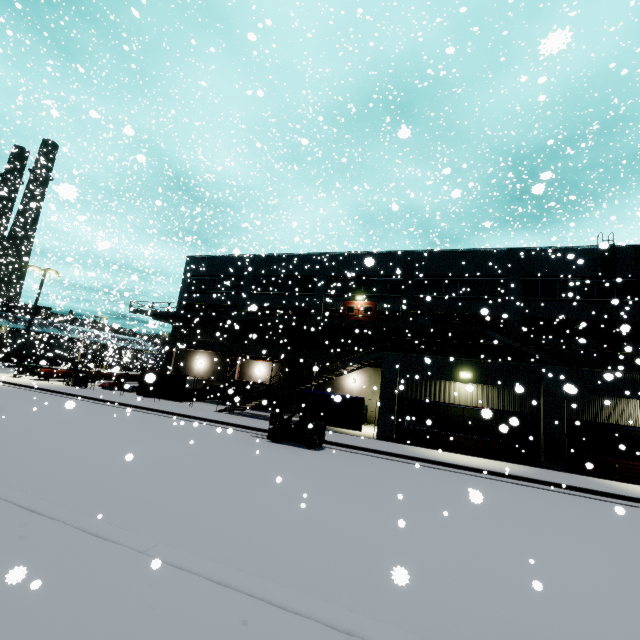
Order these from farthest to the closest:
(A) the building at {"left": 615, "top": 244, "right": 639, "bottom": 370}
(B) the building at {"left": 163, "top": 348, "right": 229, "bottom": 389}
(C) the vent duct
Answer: (B) the building at {"left": 163, "top": 348, "right": 229, "bottom": 389}
(C) the vent duct
(A) the building at {"left": 615, "top": 244, "right": 639, "bottom": 370}

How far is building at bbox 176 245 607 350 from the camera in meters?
23.2

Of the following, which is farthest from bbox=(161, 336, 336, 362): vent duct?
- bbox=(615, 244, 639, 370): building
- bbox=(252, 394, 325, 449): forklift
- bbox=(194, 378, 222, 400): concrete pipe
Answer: bbox=(252, 394, 325, 449): forklift

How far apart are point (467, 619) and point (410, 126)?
39.4 meters

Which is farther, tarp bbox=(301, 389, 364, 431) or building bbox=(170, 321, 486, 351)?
building bbox=(170, 321, 486, 351)

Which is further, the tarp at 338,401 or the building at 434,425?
the tarp at 338,401

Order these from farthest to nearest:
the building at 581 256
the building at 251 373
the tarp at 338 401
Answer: the building at 251 373
the building at 581 256
the tarp at 338 401

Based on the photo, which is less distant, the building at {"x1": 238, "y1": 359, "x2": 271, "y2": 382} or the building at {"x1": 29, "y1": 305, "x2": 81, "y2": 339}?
the building at {"x1": 238, "y1": 359, "x2": 271, "y2": 382}
